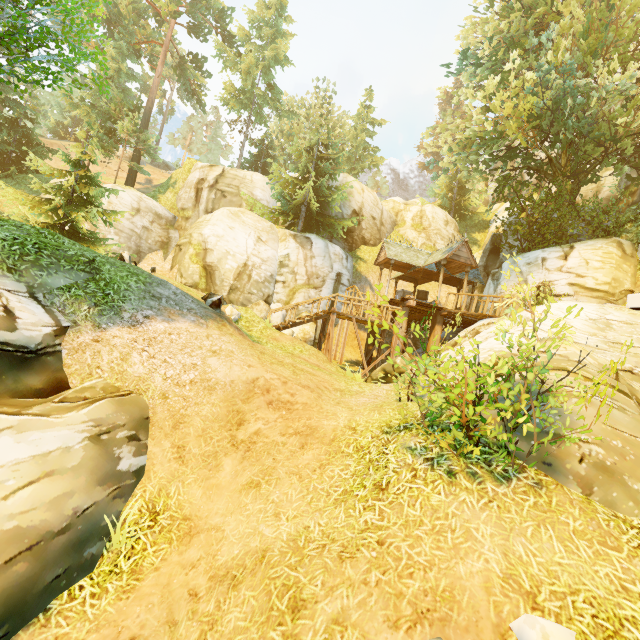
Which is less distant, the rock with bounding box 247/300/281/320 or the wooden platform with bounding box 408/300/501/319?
the wooden platform with bounding box 408/300/501/319

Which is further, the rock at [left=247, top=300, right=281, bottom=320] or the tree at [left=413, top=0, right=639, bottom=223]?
the rock at [left=247, top=300, right=281, bottom=320]

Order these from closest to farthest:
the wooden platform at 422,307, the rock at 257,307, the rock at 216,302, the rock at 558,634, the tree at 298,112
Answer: the rock at 558,634 → the tree at 298,112 → the rock at 216,302 → the wooden platform at 422,307 → the rock at 257,307

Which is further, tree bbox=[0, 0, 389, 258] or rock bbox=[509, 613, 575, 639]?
tree bbox=[0, 0, 389, 258]

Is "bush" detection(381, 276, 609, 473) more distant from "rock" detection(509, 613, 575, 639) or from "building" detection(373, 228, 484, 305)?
"building" detection(373, 228, 484, 305)

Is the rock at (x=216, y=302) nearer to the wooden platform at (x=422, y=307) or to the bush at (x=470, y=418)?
the bush at (x=470, y=418)

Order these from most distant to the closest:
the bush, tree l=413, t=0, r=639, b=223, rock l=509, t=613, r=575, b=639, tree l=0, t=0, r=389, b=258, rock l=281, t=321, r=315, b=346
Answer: rock l=281, t=321, r=315, b=346 → tree l=413, t=0, r=639, b=223 → tree l=0, t=0, r=389, b=258 → the bush → rock l=509, t=613, r=575, b=639

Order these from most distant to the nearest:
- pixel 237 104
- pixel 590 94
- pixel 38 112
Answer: pixel 38 112 → pixel 237 104 → pixel 590 94
